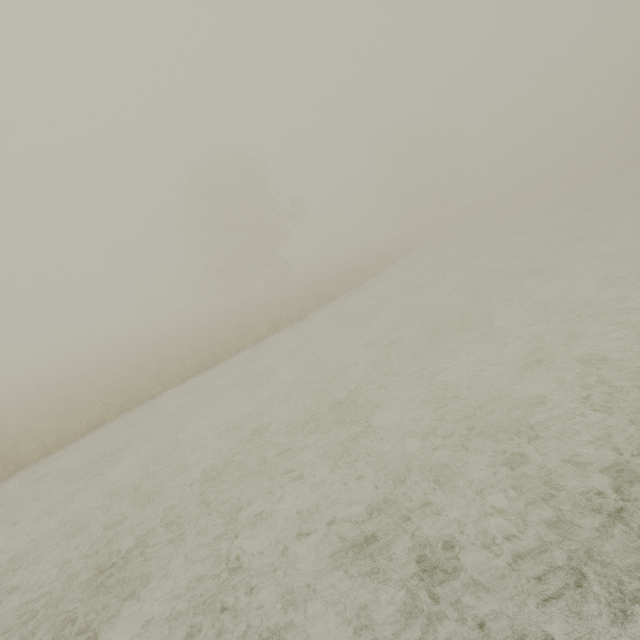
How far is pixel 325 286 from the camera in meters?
24.2 m
